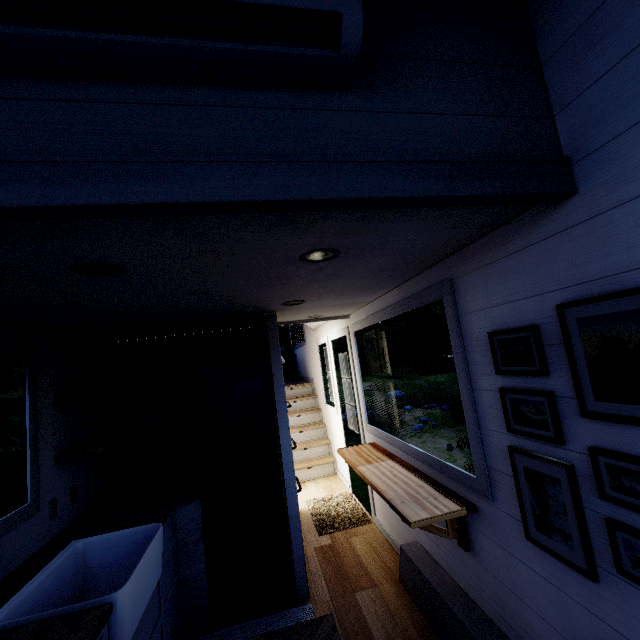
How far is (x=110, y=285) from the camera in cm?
167

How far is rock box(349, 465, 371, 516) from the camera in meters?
6.9 m

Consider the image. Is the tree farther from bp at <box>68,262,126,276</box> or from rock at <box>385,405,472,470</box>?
rock at <box>385,405,472,470</box>

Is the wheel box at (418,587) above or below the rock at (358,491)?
above

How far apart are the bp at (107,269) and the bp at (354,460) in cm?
209

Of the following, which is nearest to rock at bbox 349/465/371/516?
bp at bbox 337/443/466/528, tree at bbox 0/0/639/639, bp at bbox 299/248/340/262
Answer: tree at bbox 0/0/639/639

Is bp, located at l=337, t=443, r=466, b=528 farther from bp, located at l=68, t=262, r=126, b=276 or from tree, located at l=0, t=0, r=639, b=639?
bp, located at l=68, t=262, r=126, b=276

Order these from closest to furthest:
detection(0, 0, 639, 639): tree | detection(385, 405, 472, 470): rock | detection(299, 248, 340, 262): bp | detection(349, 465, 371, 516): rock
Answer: detection(0, 0, 639, 639): tree, detection(299, 248, 340, 262): bp, detection(349, 465, 371, 516): rock, detection(385, 405, 472, 470): rock
